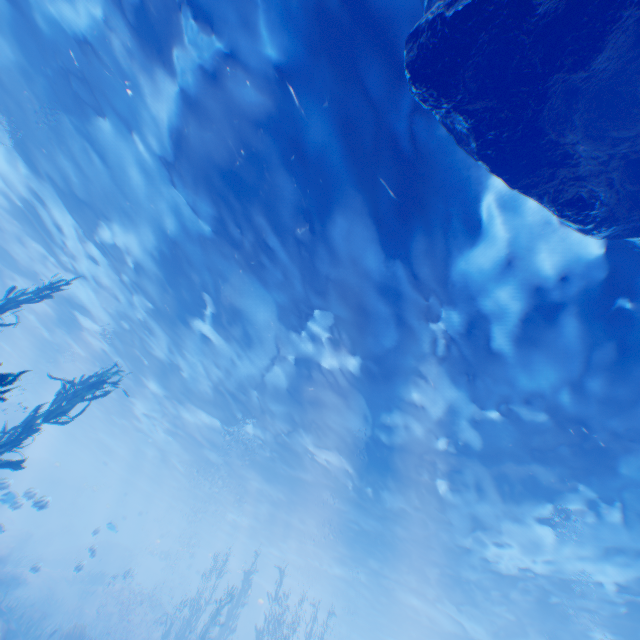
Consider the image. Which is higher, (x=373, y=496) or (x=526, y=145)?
(x=373, y=496)

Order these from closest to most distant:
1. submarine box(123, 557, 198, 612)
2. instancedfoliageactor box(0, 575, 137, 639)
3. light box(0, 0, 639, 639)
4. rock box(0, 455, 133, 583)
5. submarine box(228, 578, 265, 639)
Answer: light box(0, 0, 639, 639) → instancedfoliageactor box(0, 575, 137, 639) → rock box(0, 455, 133, 583) → submarine box(228, 578, 265, 639) → submarine box(123, 557, 198, 612)

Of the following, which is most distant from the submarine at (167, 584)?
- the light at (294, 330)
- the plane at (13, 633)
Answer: the plane at (13, 633)

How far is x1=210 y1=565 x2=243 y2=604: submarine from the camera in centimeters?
4700cm

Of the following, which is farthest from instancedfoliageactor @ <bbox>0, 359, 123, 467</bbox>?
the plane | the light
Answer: the light

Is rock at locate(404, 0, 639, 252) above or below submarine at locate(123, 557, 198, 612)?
above

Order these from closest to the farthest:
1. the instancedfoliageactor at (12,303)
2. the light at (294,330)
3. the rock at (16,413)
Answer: the light at (294,330) < the instancedfoliageactor at (12,303) < the rock at (16,413)
